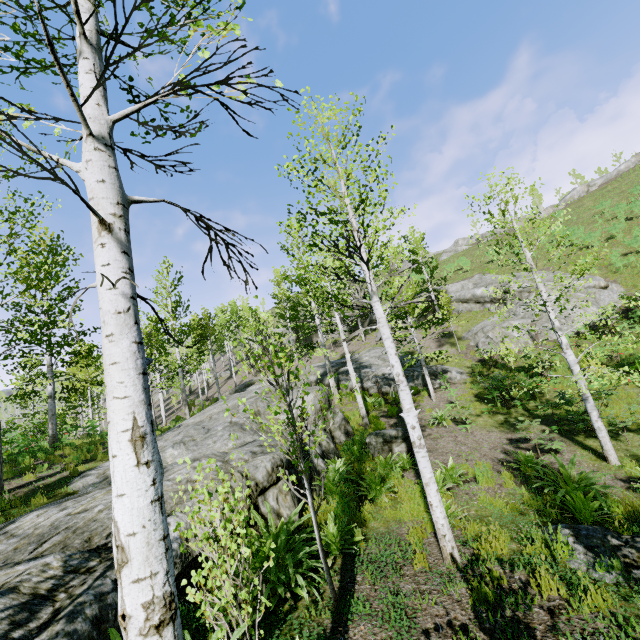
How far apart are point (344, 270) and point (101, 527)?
7.8m

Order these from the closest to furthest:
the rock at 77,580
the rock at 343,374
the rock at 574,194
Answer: the rock at 77,580
the rock at 343,374
the rock at 574,194

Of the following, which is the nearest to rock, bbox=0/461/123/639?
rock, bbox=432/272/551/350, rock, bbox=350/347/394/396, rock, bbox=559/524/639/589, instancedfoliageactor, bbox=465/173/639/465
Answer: instancedfoliageactor, bbox=465/173/639/465

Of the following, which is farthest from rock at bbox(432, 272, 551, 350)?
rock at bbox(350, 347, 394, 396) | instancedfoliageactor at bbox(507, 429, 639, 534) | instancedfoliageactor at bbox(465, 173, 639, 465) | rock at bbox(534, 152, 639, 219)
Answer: rock at bbox(534, 152, 639, 219)

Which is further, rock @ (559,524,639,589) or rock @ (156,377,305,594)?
rock @ (156,377,305,594)

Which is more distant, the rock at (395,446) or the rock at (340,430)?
the rock at (395,446)

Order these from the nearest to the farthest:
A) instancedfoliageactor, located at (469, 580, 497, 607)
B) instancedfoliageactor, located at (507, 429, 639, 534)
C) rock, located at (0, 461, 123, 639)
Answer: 1. rock, located at (0, 461, 123, 639)
2. instancedfoliageactor, located at (469, 580, 497, 607)
3. instancedfoliageactor, located at (507, 429, 639, 534)

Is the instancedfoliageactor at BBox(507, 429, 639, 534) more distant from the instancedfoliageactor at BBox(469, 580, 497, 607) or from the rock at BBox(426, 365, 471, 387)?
the rock at BBox(426, 365, 471, 387)
